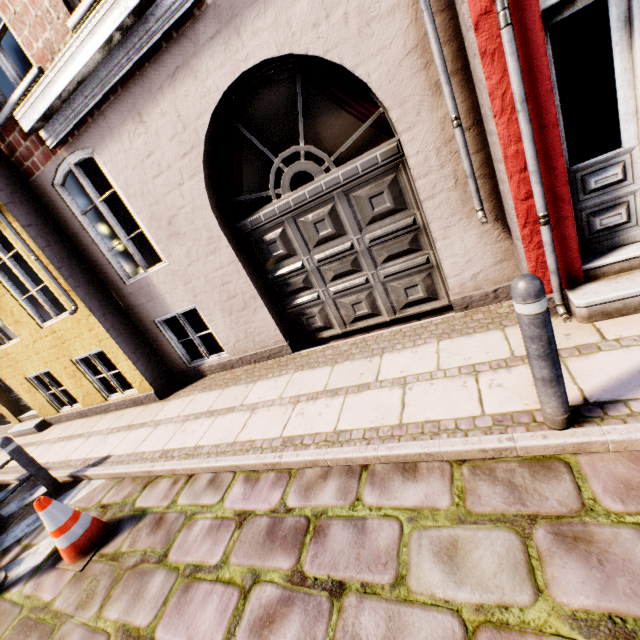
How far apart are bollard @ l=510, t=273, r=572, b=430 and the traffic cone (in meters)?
4.25

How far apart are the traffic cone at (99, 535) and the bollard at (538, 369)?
4.2 meters

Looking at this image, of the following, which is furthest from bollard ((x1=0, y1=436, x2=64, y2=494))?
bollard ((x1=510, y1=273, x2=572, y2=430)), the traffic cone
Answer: bollard ((x1=510, y1=273, x2=572, y2=430))

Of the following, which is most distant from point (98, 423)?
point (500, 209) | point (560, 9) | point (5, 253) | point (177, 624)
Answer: point (560, 9)

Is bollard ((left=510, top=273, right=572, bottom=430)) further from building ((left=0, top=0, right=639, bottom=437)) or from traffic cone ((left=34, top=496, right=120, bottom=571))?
traffic cone ((left=34, top=496, right=120, bottom=571))

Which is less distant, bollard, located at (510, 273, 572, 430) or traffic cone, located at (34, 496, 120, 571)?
bollard, located at (510, 273, 572, 430)

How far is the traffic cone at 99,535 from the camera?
3.19m

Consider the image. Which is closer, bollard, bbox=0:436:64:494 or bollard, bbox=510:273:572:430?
bollard, bbox=510:273:572:430
